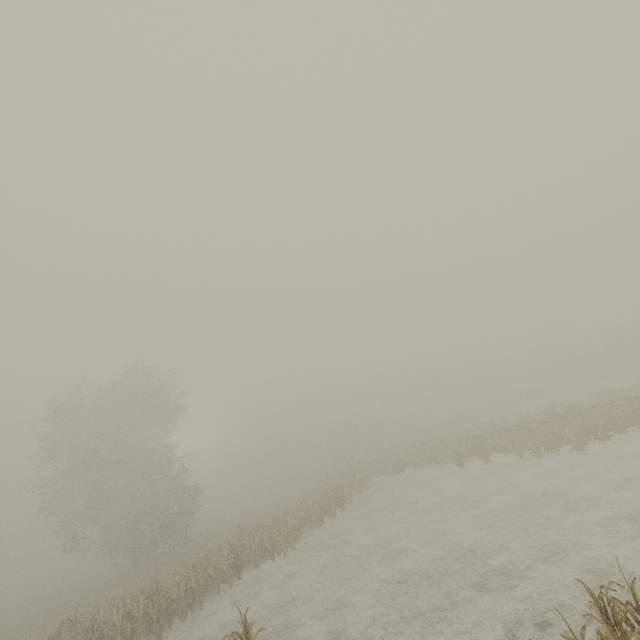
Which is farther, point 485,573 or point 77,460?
point 77,460
